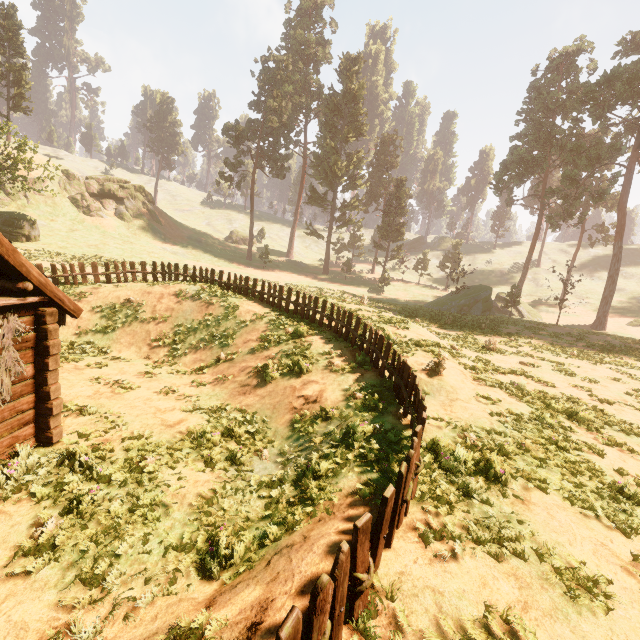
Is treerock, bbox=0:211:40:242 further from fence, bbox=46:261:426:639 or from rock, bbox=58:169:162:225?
rock, bbox=58:169:162:225

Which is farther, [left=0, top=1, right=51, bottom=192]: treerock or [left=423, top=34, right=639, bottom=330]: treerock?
[left=423, top=34, right=639, bottom=330]: treerock

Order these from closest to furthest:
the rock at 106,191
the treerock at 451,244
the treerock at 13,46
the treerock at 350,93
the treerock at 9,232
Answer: the treerock at 13,46, the treerock at 9,232, the treerock at 451,244, the rock at 106,191, the treerock at 350,93

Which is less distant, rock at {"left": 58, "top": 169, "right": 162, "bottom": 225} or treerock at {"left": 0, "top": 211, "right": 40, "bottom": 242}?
treerock at {"left": 0, "top": 211, "right": 40, "bottom": 242}

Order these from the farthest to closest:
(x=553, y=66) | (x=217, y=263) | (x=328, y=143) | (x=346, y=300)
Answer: (x=328, y=143)
(x=217, y=263)
(x=553, y=66)
(x=346, y=300)

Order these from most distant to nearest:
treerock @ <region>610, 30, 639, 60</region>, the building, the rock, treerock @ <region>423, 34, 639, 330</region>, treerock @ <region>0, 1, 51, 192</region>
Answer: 1. the rock
2. treerock @ <region>610, 30, 639, 60</region>
3. treerock @ <region>423, 34, 639, 330</region>
4. treerock @ <region>0, 1, 51, 192</region>
5. the building

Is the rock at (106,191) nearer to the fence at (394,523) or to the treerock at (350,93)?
the treerock at (350,93)

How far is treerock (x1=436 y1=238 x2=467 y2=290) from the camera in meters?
36.3 m
